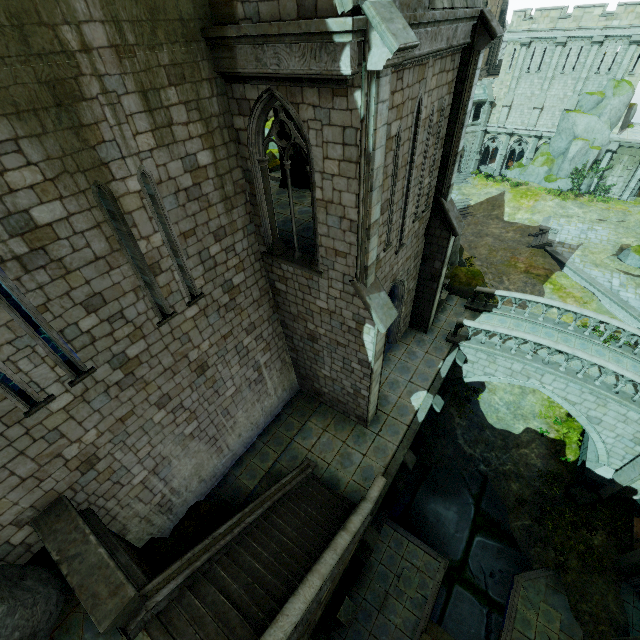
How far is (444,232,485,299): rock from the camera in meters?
19.5

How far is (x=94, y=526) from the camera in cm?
796

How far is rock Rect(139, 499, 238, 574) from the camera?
9.28m

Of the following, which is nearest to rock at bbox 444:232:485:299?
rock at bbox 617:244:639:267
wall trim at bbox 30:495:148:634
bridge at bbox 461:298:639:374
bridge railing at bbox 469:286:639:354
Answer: bridge at bbox 461:298:639:374

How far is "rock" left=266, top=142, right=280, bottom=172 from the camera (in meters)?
19.02

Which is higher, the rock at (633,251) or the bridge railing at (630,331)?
the bridge railing at (630,331)

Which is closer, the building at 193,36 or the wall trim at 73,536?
the building at 193,36

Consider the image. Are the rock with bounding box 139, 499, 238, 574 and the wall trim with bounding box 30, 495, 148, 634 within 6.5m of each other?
yes
